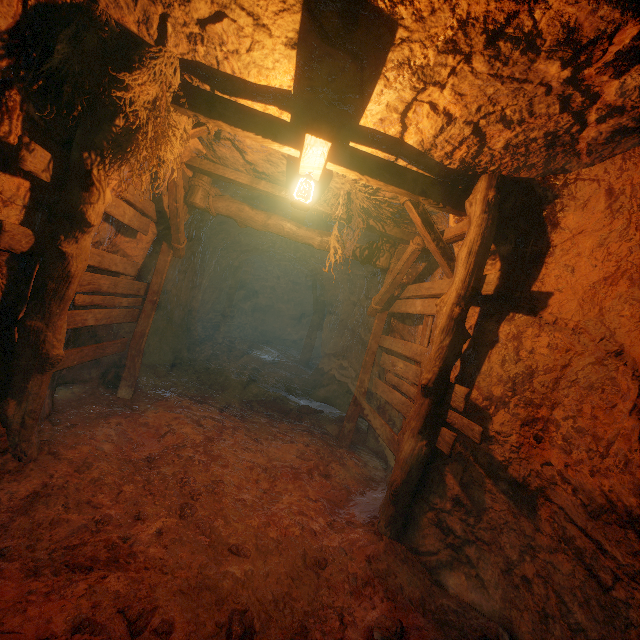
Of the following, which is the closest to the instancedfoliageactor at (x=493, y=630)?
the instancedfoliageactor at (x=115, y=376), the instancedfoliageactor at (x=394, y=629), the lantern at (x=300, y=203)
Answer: the instancedfoliageactor at (x=394, y=629)

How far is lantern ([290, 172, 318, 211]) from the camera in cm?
380

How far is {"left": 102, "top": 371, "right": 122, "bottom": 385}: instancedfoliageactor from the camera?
6.22m

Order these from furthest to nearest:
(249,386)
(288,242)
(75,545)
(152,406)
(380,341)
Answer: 1. (288,242)
2. (249,386)
3. (380,341)
4. (152,406)
5. (75,545)

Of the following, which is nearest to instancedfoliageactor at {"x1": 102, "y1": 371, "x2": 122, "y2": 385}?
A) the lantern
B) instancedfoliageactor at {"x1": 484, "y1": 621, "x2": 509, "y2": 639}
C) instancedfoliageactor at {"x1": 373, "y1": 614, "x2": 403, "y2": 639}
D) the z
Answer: the z

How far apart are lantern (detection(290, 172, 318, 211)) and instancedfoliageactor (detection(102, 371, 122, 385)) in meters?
4.9

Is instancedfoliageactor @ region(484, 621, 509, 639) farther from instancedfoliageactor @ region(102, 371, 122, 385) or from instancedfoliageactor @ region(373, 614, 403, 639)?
instancedfoliageactor @ region(102, 371, 122, 385)

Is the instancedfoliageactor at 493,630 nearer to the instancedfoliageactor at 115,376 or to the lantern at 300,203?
the lantern at 300,203
